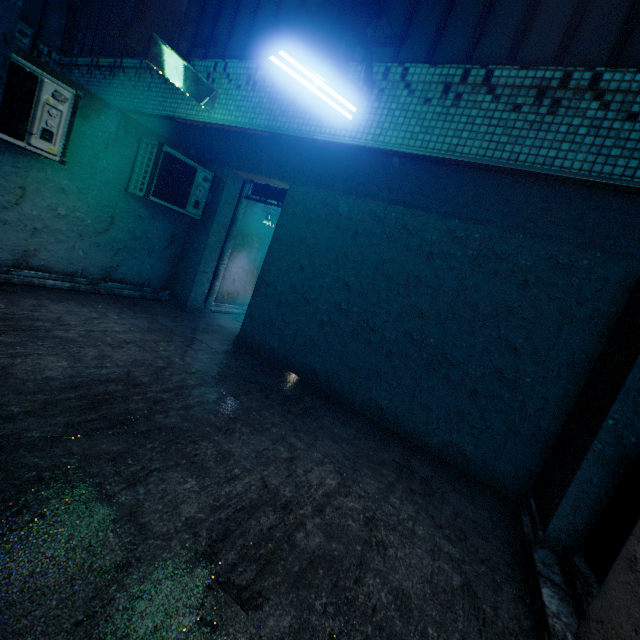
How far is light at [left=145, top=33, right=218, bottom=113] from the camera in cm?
376

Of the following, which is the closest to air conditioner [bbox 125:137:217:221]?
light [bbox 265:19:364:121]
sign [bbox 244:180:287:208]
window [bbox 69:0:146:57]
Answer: sign [bbox 244:180:287:208]

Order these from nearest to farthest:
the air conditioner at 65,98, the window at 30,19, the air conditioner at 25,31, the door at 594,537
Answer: the door at 594,537, the air conditioner at 65,98, the air conditioner at 25,31, the window at 30,19

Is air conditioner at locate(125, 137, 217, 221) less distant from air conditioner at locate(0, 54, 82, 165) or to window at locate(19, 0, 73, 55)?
air conditioner at locate(0, 54, 82, 165)

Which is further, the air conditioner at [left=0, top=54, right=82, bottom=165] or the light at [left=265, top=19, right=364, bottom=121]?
the air conditioner at [left=0, top=54, right=82, bottom=165]

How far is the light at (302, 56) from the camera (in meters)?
2.69

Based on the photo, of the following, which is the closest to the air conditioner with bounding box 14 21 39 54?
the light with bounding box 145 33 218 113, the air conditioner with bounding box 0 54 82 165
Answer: the air conditioner with bounding box 0 54 82 165

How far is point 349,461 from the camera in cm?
336
